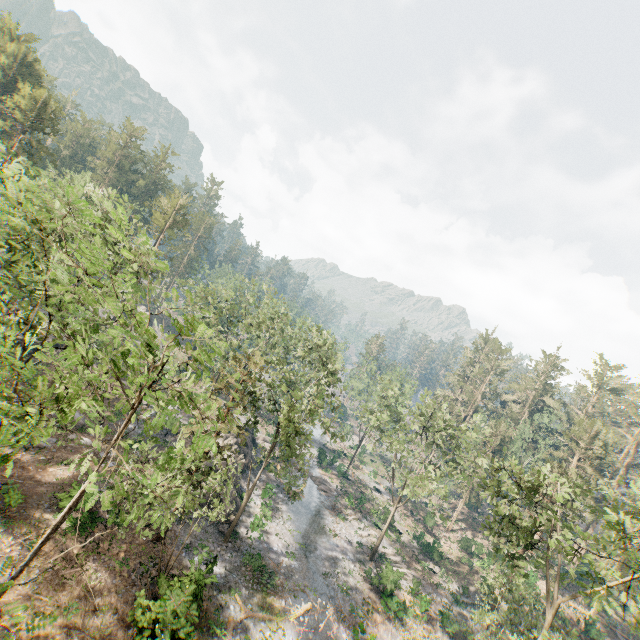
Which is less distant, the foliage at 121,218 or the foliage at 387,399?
the foliage at 121,218

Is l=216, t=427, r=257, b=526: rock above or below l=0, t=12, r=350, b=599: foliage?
below

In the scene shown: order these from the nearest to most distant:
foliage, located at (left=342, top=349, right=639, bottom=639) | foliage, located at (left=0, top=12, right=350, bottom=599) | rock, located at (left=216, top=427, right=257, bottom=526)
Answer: foliage, located at (left=0, top=12, right=350, bottom=599) < foliage, located at (left=342, top=349, right=639, bottom=639) < rock, located at (left=216, top=427, right=257, bottom=526)

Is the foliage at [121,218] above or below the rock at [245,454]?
above

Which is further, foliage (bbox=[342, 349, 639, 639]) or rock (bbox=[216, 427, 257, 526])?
rock (bbox=[216, 427, 257, 526])

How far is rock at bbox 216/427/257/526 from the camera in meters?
29.2 m

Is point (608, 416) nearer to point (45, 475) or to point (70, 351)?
Result: point (70, 351)
